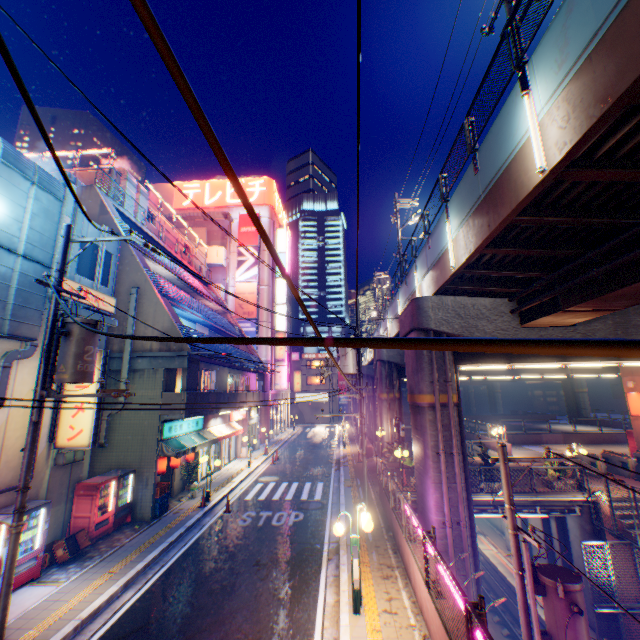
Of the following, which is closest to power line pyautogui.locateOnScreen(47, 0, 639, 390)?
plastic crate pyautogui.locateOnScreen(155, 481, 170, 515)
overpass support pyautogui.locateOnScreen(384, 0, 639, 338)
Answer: overpass support pyautogui.locateOnScreen(384, 0, 639, 338)

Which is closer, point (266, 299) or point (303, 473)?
point (303, 473)

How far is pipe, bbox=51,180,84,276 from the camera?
11.3 meters

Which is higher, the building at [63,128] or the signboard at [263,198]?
the building at [63,128]

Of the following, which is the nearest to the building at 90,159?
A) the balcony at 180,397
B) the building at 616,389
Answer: the balcony at 180,397

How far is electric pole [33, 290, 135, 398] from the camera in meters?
7.8

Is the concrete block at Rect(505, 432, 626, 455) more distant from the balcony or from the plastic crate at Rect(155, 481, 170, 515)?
the plastic crate at Rect(155, 481, 170, 515)

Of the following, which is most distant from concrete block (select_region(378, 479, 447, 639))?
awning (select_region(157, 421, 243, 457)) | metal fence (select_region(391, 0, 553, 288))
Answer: awning (select_region(157, 421, 243, 457))
